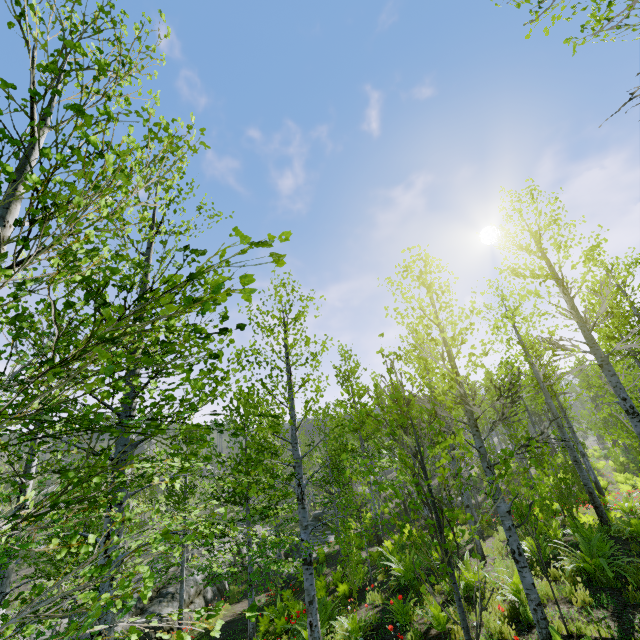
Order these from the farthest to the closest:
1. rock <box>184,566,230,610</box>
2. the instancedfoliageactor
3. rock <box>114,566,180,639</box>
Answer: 1. rock <box>184,566,230,610</box>
2. rock <box>114,566,180,639</box>
3. the instancedfoliageactor

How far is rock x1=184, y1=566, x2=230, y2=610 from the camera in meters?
15.9 m

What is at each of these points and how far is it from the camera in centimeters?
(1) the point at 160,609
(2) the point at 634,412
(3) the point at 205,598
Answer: (1) rock, 1475cm
(2) instancedfoliageactor, 639cm
(3) rock, 1675cm

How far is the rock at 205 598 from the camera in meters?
15.9 m

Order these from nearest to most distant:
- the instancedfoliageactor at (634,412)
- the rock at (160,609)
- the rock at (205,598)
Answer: the instancedfoliageactor at (634,412), the rock at (160,609), the rock at (205,598)

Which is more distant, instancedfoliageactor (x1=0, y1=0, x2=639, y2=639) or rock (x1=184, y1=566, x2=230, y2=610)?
rock (x1=184, y1=566, x2=230, y2=610)

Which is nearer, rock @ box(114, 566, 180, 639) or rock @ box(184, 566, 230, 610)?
rock @ box(114, 566, 180, 639)
